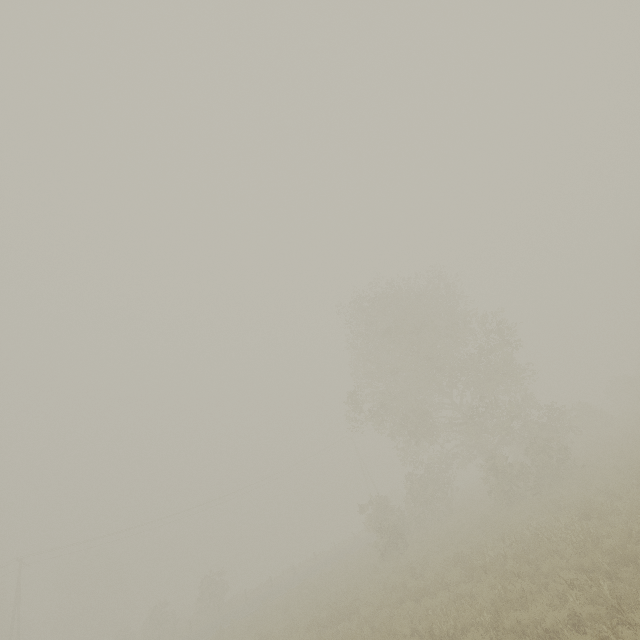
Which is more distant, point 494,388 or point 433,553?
point 494,388
